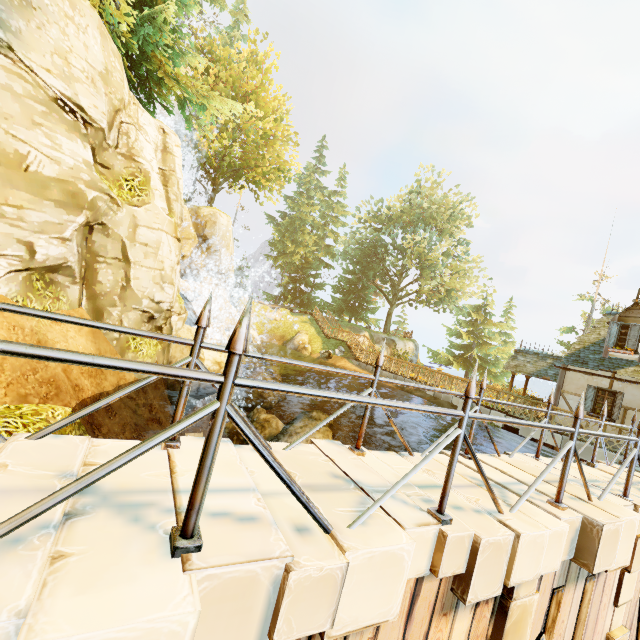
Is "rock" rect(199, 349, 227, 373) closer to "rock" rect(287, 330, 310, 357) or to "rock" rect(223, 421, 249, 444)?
"rock" rect(223, 421, 249, 444)

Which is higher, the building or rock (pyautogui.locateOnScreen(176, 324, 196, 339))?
the building

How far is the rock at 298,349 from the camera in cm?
2841

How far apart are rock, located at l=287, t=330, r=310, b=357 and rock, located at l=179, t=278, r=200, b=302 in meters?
9.9

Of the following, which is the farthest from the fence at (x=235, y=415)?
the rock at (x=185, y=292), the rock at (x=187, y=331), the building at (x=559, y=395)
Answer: the rock at (x=185, y=292)

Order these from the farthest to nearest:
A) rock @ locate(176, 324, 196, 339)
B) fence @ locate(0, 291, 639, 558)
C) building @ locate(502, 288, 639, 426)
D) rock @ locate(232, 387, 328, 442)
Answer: rock @ locate(232, 387, 328, 442) < building @ locate(502, 288, 639, 426) < rock @ locate(176, 324, 196, 339) < fence @ locate(0, 291, 639, 558)

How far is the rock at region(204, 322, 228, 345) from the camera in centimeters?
1562cm

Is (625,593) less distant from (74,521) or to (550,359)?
(74,521)
